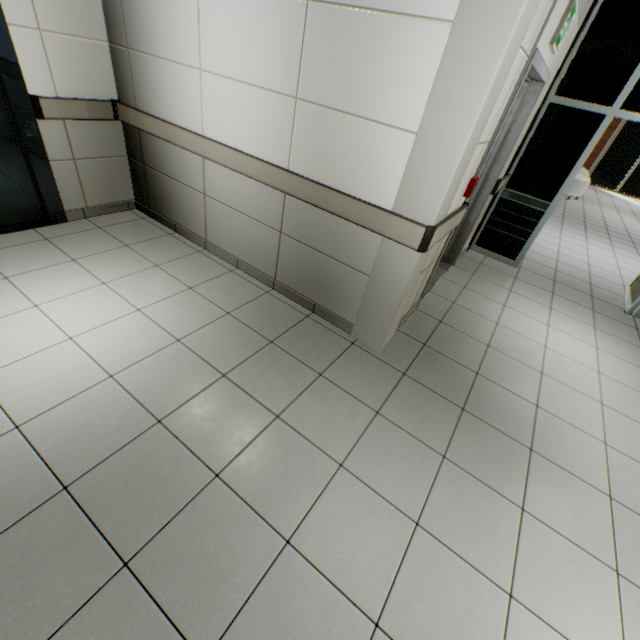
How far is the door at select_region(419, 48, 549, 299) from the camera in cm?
251

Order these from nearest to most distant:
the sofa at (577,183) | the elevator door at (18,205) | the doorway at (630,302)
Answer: the elevator door at (18,205)
the doorway at (630,302)
the sofa at (577,183)

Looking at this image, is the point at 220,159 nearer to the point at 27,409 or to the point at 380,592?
the point at 27,409

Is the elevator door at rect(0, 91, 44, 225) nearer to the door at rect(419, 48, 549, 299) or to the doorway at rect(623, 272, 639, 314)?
the door at rect(419, 48, 549, 299)

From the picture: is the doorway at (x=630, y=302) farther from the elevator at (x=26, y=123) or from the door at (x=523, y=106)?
the elevator at (x=26, y=123)

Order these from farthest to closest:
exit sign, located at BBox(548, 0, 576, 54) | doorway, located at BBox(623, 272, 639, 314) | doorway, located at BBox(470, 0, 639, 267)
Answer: doorway, located at BBox(623, 272, 639, 314) < doorway, located at BBox(470, 0, 639, 267) < exit sign, located at BBox(548, 0, 576, 54)

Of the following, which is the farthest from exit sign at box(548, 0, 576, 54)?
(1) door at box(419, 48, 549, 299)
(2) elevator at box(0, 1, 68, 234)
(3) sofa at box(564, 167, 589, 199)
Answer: (3) sofa at box(564, 167, 589, 199)

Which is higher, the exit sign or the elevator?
the exit sign
